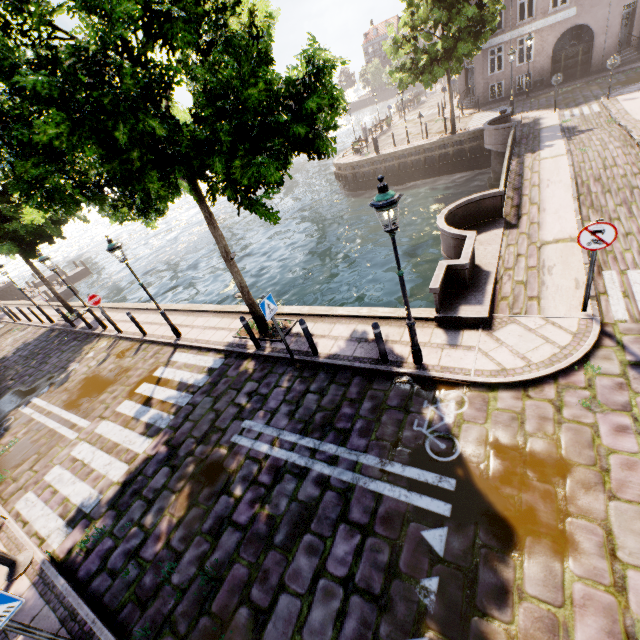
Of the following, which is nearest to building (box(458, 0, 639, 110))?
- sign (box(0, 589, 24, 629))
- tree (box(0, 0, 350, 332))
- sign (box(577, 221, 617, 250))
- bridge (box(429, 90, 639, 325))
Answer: tree (box(0, 0, 350, 332))

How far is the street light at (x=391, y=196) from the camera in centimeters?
481cm

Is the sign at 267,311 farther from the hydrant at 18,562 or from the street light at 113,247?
the hydrant at 18,562

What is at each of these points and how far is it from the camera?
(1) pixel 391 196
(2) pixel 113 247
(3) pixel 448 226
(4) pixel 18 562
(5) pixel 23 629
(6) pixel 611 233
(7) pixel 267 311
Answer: (1) street light, 4.8m
(2) street light, 9.4m
(3) bridge, 9.4m
(4) hydrant, 5.9m
(5) sign pole, 3.9m
(6) sign, 5.5m
(7) sign, 7.4m

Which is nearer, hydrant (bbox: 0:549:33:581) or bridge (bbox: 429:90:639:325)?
hydrant (bbox: 0:549:33:581)

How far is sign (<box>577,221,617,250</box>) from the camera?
5.5m

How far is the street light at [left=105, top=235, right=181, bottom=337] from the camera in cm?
940

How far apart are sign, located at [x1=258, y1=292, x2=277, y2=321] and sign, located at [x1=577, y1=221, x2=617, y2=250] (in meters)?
6.10
